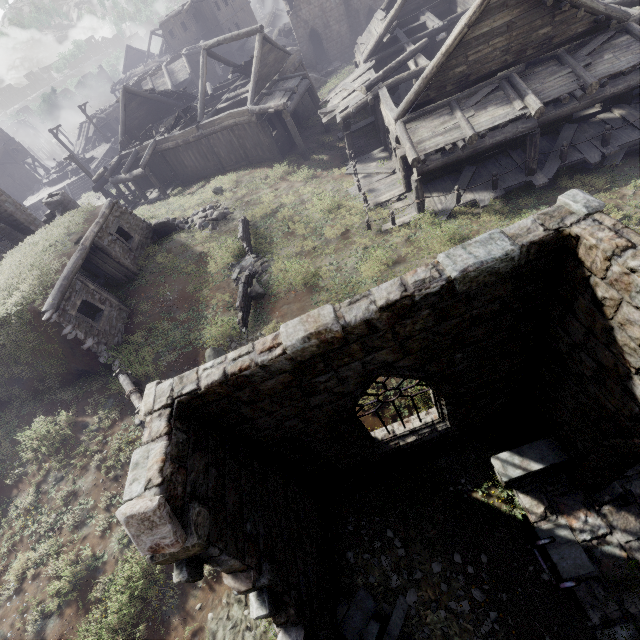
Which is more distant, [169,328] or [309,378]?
[169,328]

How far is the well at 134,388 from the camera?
8.8 meters

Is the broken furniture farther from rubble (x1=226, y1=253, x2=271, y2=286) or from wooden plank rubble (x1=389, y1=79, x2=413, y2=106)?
rubble (x1=226, y1=253, x2=271, y2=286)

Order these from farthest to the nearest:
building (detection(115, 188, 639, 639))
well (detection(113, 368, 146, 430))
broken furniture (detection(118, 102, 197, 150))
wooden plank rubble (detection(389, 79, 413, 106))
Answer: wooden plank rubble (detection(389, 79, 413, 106)) < broken furniture (detection(118, 102, 197, 150)) < well (detection(113, 368, 146, 430)) < building (detection(115, 188, 639, 639))

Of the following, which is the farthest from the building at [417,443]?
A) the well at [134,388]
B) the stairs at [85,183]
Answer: the well at [134,388]

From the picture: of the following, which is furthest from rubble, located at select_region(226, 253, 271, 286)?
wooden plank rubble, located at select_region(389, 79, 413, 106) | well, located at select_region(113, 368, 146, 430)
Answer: wooden plank rubble, located at select_region(389, 79, 413, 106)

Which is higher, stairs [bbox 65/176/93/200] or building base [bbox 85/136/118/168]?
building base [bbox 85/136/118/168]

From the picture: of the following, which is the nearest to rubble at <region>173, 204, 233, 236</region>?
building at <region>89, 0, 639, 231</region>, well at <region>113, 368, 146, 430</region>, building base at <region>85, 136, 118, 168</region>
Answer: building at <region>89, 0, 639, 231</region>
